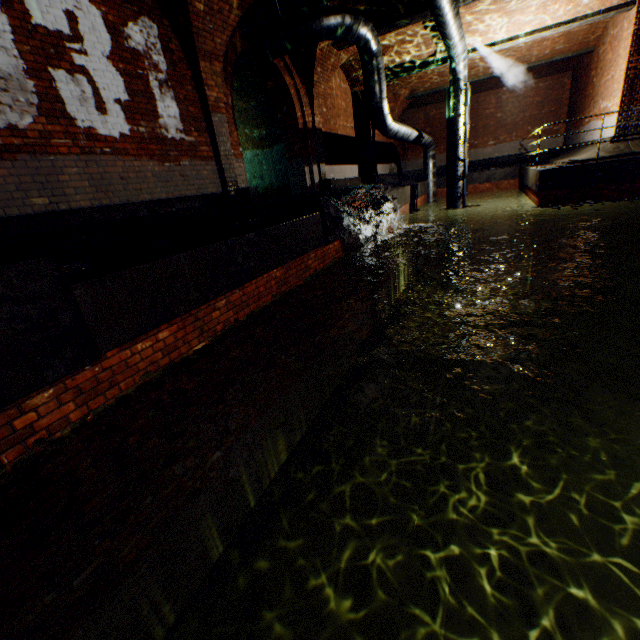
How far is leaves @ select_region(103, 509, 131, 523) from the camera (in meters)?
1.94

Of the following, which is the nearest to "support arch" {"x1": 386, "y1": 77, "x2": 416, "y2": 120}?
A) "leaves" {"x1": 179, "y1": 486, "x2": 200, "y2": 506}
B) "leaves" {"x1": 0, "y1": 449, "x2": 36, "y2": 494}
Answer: "leaves" {"x1": 0, "y1": 449, "x2": 36, "y2": 494}

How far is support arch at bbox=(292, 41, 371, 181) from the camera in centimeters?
952cm

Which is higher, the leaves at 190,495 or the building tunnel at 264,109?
the building tunnel at 264,109

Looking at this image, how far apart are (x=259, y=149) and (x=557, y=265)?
11.67m

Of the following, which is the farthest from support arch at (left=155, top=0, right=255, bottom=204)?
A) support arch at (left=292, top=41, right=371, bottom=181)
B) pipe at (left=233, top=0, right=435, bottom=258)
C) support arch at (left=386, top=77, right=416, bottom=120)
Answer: support arch at (left=386, top=77, right=416, bottom=120)

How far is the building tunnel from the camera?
10.7 meters

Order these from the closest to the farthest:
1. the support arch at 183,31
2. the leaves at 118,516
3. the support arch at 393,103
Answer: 1. the leaves at 118,516
2. the support arch at 183,31
3. the support arch at 393,103
